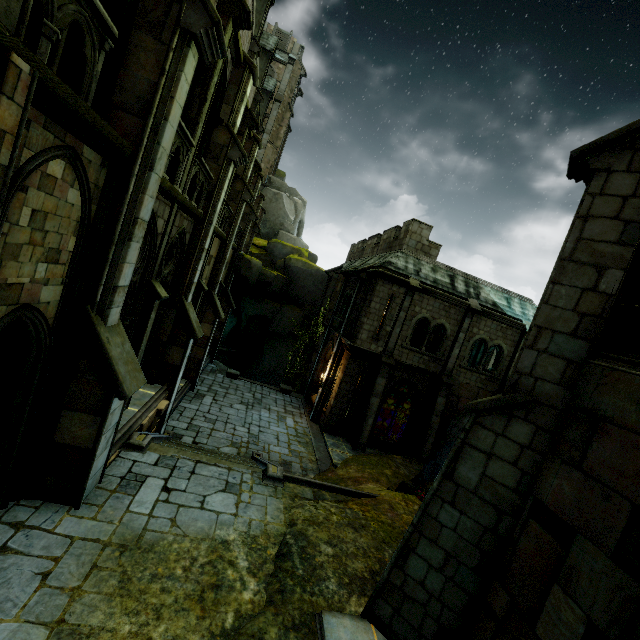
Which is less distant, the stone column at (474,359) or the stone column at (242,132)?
the stone column at (242,132)

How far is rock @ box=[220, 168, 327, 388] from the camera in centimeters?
2719cm

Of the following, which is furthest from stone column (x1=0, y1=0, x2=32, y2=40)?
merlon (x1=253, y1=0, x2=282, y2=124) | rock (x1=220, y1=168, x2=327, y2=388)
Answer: merlon (x1=253, y1=0, x2=282, y2=124)

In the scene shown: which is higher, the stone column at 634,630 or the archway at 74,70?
the archway at 74,70

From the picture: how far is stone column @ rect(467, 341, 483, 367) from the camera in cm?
2462

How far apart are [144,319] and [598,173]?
10.16m

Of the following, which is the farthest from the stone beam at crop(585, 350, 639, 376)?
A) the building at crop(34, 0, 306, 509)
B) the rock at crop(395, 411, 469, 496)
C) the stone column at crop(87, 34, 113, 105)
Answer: the stone column at crop(87, 34, 113, 105)

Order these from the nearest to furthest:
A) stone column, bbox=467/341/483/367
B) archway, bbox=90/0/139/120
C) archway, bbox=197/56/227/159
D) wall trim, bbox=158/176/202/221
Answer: archway, bbox=90/0/139/120, wall trim, bbox=158/176/202/221, archway, bbox=197/56/227/159, stone column, bbox=467/341/483/367
